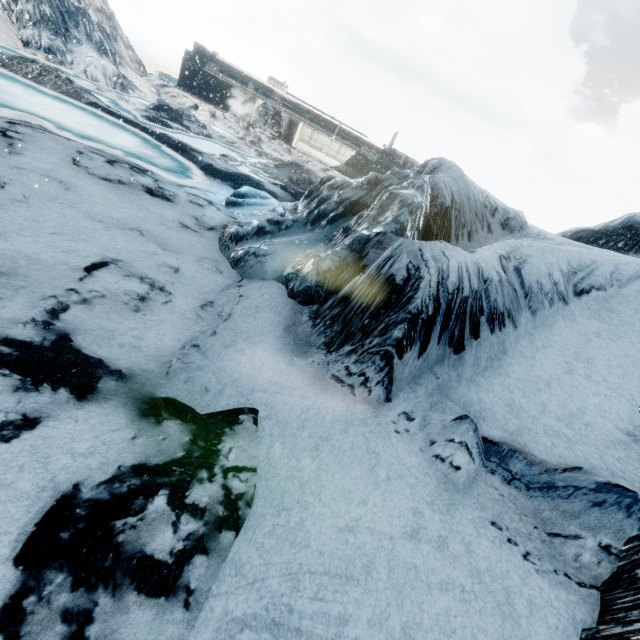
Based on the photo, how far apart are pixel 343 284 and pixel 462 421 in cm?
342
